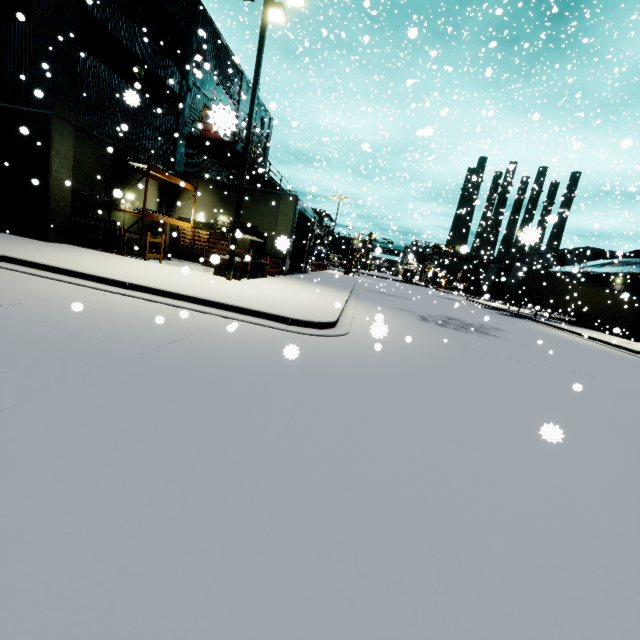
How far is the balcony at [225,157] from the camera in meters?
20.9

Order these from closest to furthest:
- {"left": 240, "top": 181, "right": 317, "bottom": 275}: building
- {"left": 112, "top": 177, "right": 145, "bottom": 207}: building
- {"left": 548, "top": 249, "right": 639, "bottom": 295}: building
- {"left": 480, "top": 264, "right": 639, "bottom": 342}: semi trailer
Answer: {"left": 112, "top": 177, "right": 145, "bottom": 207}: building < {"left": 240, "top": 181, "right": 317, "bottom": 275}: building < {"left": 480, "top": 264, "right": 639, "bottom": 342}: semi trailer < {"left": 548, "top": 249, "right": 639, "bottom": 295}: building

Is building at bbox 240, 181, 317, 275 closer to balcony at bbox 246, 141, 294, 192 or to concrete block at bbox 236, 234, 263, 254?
balcony at bbox 246, 141, 294, 192

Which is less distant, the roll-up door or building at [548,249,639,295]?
the roll-up door

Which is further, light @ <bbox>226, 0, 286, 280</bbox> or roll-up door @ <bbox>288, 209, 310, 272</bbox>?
roll-up door @ <bbox>288, 209, 310, 272</bbox>

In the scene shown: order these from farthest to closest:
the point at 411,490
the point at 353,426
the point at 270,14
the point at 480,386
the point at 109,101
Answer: the point at 109,101 < the point at 270,14 < the point at 480,386 < the point at 353,426 < the point at 411,490

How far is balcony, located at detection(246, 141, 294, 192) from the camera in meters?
23.6

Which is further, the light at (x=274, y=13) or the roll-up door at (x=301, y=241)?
the roll-up door at (x=301, y=241)
